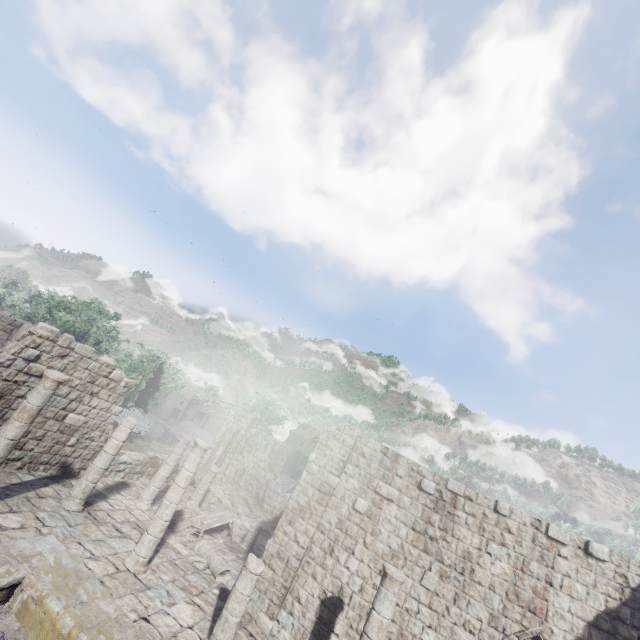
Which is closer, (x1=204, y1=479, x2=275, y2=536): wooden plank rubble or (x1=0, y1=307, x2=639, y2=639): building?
(x1=0, y1=307, x2=639, y2=639): building

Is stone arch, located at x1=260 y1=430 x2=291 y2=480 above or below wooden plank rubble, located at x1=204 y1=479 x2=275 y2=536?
above

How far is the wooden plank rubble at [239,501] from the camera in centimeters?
1865cm

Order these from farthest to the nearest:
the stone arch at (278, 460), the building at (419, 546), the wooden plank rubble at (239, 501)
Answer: the stone arch at (278, 460), the wooden plank rubble at (239, 501), the building at (419, 546)

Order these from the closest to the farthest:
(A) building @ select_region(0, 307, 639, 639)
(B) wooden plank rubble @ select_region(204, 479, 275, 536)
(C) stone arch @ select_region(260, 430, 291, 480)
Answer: (A) building @ select_region(0, 307, 639, 639)
(B) wooden plank rubble @ select_region(204, 479, 275, 536)
(C) stone arch @ select_region(260, 430, 291, 480)

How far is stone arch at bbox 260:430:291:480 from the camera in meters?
31.5

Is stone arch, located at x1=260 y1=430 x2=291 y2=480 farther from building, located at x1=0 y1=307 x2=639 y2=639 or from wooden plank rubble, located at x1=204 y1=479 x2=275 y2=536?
wooden plank rubble, located at x1=204 y1=479 x2=275 y2=536

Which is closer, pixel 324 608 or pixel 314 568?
pixel 324 608
